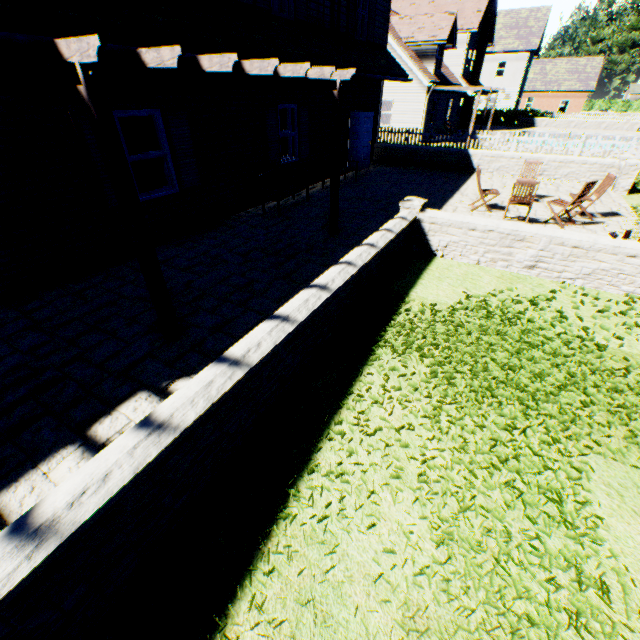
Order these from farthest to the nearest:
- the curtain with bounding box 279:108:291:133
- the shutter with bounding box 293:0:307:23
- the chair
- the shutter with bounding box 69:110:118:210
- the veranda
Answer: the curtain with bounding box 279:108:291:133, the shutter with bounding box 293:0:307:23, the chair, the shutter with bounding box 69:110:118:210, the veranda

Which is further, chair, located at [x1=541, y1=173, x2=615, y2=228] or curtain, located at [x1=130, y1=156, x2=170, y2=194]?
chair, located at [x1=541, y1=173, x2=615, y2=228]

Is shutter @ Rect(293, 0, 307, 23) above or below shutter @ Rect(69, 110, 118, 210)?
above

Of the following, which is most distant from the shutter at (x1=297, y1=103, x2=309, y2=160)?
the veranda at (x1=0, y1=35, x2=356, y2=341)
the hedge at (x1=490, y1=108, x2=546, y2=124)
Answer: the hedge at (x1=490, y1=108, x2=546, y2=124)

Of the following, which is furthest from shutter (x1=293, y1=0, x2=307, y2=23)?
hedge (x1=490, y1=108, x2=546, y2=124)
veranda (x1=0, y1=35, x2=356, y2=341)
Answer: hedge (x1=490, y1=108, x2=546, y2=124)

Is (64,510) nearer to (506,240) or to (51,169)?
(51,169)

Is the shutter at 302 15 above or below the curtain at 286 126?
above

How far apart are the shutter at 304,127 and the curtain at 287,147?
0.3m
